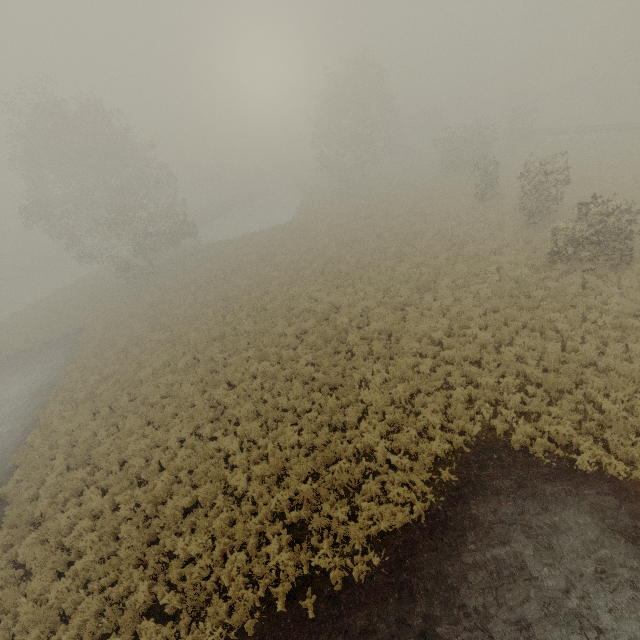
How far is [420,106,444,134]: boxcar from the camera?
Answer: 58.1 meters

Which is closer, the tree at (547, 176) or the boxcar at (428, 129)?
the tree at (547, 176)

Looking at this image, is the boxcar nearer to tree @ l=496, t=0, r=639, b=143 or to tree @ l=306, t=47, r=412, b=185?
tree @ l=496, t=0, r=639, b=143

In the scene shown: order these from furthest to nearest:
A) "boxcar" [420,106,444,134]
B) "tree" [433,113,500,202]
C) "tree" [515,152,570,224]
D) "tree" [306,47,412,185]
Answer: "boxcar" [420,106,444,134] → "tree" [306,47,412,185] → "tree" [433,113,500,202] → "tree" [515,152,570,224]

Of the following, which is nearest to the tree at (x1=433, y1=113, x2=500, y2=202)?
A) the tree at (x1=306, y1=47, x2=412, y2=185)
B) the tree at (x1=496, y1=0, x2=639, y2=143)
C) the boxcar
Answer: the tree at (x1=496, y1=0, x2=639, y2=143)

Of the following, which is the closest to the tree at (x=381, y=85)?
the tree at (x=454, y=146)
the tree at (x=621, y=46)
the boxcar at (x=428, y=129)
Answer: the tree at (x=621, y=46)

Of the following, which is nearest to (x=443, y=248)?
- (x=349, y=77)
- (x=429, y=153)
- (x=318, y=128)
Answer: (x=349, y=77)
